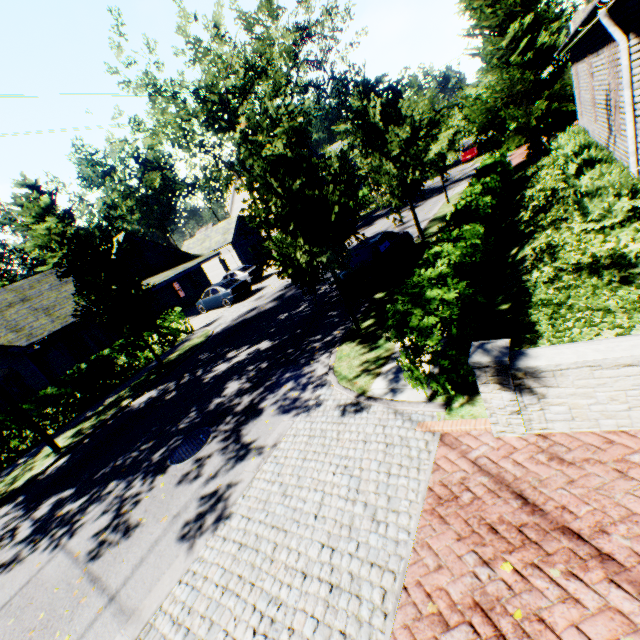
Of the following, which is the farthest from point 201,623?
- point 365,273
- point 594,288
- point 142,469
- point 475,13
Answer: point 475,13

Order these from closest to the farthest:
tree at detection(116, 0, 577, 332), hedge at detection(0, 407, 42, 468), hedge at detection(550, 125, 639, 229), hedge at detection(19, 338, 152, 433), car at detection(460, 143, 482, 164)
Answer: hedge at detection(550, 125, 639, 229) → tree at detection(116, 0, 577, 332) → hedge at detection(0, 407, 42, 468) → hedge at detection(19, 338, 152, 433) → car at detection(460, 143, 482, 164)

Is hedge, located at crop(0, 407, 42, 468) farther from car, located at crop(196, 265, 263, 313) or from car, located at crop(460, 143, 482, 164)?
car, located at crop(460, 143, 482, 164)

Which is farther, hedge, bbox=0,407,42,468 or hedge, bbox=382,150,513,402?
hedge, bbox=0,407,42,468

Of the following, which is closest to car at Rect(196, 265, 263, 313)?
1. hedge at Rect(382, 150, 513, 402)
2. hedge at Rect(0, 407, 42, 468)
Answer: hedge at Rect(0, 407, 42, 468)

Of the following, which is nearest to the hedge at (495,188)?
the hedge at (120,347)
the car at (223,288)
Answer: the hedge at (120,347)

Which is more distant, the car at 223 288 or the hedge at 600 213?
the car at 223 288

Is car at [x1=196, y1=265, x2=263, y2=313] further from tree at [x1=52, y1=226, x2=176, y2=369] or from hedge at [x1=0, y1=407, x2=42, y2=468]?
hedge at [x1=0, y1=407, x2=42, y2=468]
